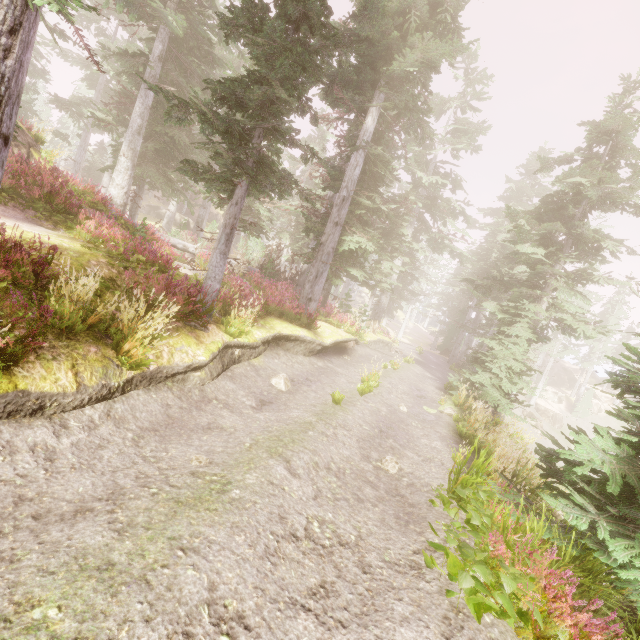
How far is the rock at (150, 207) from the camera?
41.1m

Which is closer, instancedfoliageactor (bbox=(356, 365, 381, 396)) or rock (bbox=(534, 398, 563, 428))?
instancedfoliageactor (bbox=(356, 365, 381, 396))

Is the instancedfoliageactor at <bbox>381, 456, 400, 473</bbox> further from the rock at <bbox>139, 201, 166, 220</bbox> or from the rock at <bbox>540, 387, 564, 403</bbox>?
the rock at <bbox>540, 387, 564, 403</bbox>

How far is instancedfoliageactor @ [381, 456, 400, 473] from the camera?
6.66m

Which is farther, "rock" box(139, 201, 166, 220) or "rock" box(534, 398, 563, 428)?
"rock" box(139, 201, 166, 220)

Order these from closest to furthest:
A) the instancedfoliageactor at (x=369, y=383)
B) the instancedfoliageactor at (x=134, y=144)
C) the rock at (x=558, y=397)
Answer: the instancedfoliageactor at (x=134, y=144) → the instancedfoliageactor at (x=369, y=383) → the rock at (x=558, y=397)

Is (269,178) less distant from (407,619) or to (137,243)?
(137,243)

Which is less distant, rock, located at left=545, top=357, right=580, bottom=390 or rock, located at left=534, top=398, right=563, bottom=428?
rock, located at left=534, top=398, right=563, bottom=428
